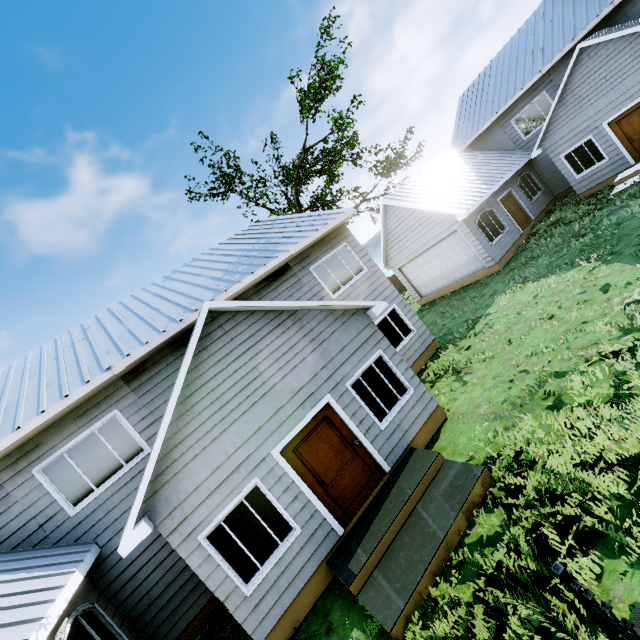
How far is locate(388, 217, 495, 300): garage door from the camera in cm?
1585

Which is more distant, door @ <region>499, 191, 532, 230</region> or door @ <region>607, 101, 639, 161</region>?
door @ <region>499, 191, 532, 230</region>

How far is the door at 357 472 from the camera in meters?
6.6

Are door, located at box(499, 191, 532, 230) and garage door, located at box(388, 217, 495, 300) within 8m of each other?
yes

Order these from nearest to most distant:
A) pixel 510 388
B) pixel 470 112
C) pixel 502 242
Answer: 1. pixel 510 388
2. pixel 502 242
3. pixel 470 112

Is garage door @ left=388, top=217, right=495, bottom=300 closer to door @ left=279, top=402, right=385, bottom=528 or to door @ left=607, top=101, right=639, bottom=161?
door @ left=607, top=101, right=639, bottom=161

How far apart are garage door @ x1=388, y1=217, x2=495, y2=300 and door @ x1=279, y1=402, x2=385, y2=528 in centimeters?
1243cm

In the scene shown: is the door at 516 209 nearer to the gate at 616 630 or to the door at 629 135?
the door at 629 135
